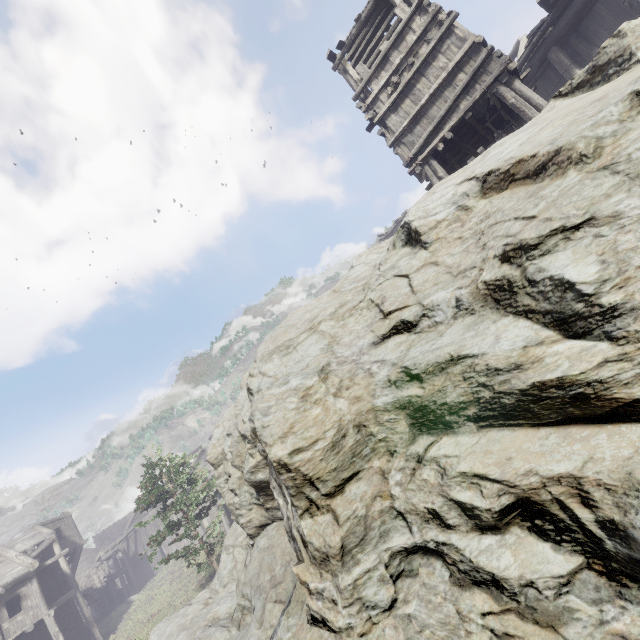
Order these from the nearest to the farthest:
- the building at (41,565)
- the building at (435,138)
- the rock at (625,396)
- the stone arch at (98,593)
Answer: the rock at (625,396) → the building at (435,138) → the building at (41,565) → the stone arch at (98,593)

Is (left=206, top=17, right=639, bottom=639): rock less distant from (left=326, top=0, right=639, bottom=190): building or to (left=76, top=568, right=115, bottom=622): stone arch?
(left=326, top=0, right=639, bottom=190): building

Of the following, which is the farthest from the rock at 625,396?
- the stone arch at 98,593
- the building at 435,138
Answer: the stone arch at 98,593

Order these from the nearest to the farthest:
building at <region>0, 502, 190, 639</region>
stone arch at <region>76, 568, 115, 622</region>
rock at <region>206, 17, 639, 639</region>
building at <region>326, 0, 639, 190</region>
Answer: rock at <region>206, 17, 639, 639</region>, building at <region>326, 0, 639, 190</region>, building at <region>0, 502, 190, 639</region>, stone arch at <region>76, 568, 115, 622</region>

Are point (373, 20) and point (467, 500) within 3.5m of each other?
no

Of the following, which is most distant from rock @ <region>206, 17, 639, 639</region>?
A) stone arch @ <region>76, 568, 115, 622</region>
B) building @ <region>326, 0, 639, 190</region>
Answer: stone arch @ <region>76, 568, 115, 622</region>

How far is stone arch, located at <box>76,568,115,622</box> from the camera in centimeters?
3516cm
